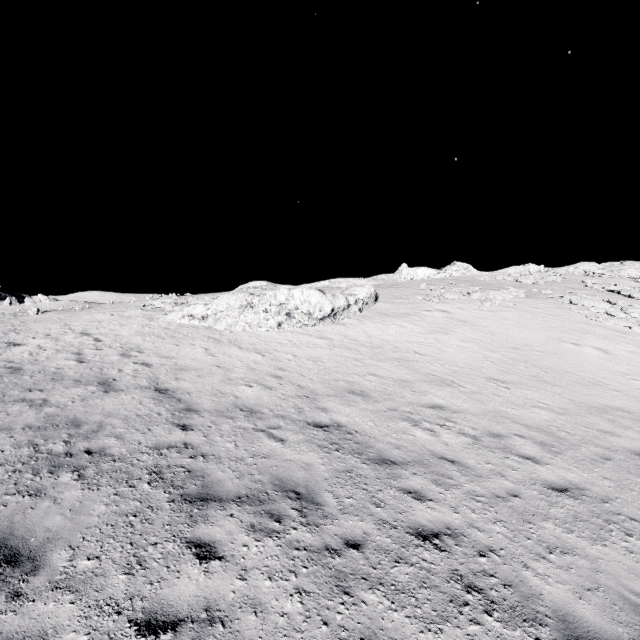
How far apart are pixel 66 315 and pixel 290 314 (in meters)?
17.81
